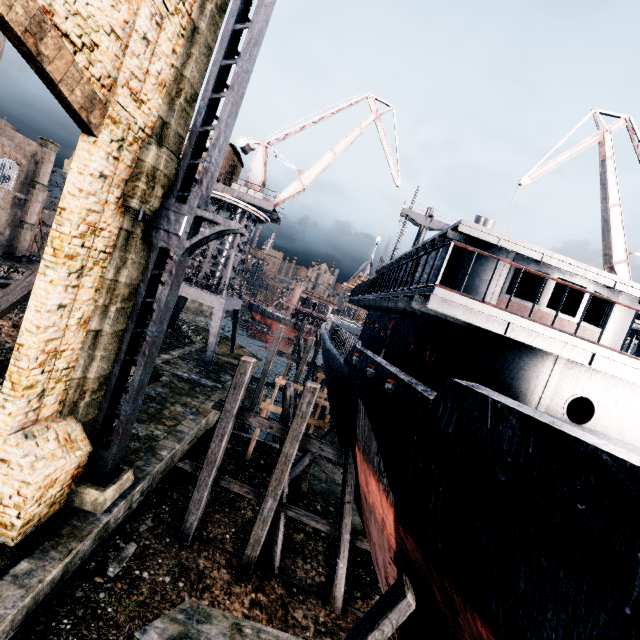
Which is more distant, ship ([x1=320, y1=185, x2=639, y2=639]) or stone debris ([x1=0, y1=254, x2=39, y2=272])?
stone debris ([x1=0, y1=254, x2=39, y2=272])

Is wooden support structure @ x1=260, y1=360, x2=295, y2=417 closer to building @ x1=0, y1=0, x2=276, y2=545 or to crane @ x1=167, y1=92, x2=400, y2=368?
crane @ x1=167, y1=92, x2=400, y2=368

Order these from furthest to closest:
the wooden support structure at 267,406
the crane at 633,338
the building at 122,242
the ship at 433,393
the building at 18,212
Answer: the building at 18,212, the crane at 633,338, the wooden support structure at 267,406, the building at 122,242, the ship at 433,393

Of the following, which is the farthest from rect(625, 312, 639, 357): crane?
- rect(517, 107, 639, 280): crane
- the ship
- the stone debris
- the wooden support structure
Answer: the stone debris

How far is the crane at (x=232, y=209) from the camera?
27.39m

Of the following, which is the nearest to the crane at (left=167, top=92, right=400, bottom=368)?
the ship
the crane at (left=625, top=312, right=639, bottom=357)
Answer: the ship

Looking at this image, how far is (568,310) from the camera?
15.8 meters

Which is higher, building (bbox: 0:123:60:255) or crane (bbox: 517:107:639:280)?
crane (bbox: 517:107:639:280)
